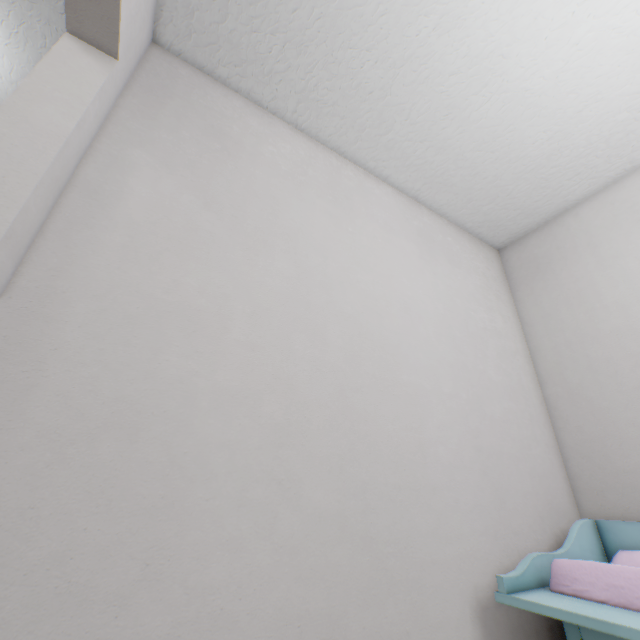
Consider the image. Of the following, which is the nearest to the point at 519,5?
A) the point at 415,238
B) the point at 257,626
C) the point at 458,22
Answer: the point at 458,22
